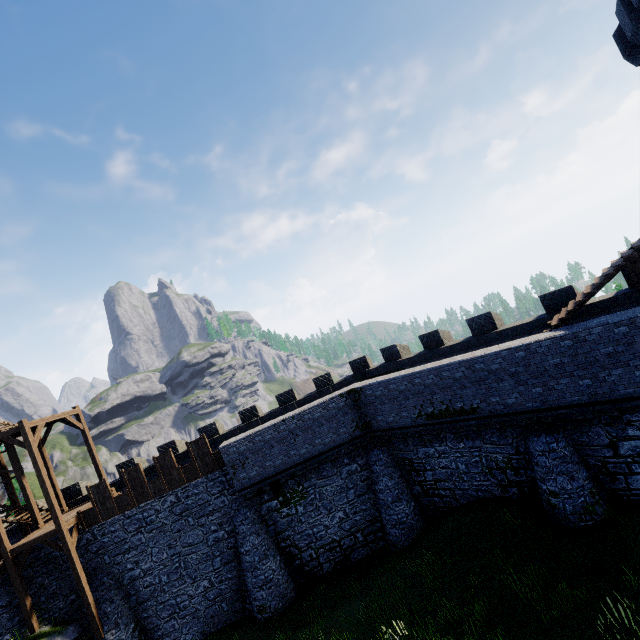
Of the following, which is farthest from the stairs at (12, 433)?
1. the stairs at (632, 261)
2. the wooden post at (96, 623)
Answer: the stairs at (632, 261)

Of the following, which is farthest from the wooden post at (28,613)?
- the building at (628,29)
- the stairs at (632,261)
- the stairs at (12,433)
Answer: the building at (628,29)

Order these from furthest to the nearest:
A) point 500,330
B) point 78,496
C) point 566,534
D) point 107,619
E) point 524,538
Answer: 1. point 78,496
2. point 107,619
3. point 500,330
4. point 524,538
5. point 566,534

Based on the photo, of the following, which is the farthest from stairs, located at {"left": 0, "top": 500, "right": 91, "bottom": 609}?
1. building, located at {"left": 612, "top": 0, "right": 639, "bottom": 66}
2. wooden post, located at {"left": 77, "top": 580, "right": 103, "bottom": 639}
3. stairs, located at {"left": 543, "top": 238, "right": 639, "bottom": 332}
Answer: building, located at {"left": 612, "top": 0, "right": 639, "bottom": 66}

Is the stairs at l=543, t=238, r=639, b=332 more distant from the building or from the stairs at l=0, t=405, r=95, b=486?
the stairs at l=0, t=405, r=95, b=486

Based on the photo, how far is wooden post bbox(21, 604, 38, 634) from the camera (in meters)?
16.42

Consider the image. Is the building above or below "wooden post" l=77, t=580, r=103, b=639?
above

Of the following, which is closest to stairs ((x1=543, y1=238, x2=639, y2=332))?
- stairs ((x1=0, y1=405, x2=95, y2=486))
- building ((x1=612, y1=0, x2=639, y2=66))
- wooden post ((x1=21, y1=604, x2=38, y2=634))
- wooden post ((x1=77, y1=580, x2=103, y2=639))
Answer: building ((x1=612, y1=0, x2=639, y2=66))
